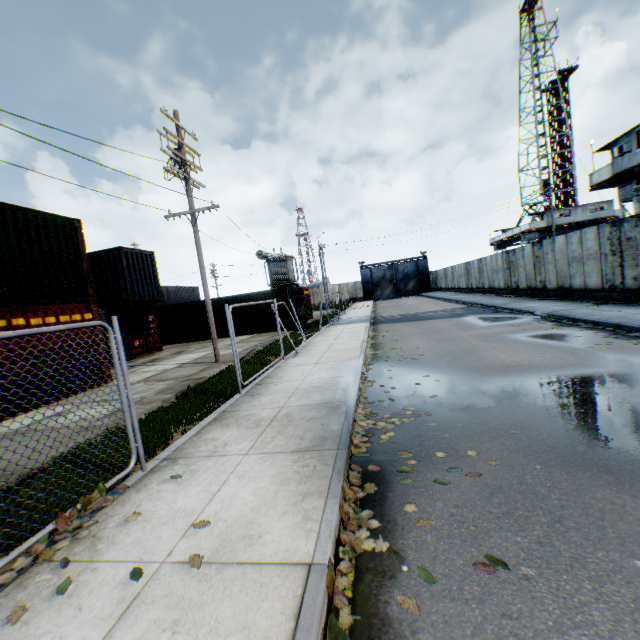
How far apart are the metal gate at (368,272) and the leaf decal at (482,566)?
52.79m

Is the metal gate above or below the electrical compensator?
below

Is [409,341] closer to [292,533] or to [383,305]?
[292,533]

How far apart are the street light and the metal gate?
42.5m

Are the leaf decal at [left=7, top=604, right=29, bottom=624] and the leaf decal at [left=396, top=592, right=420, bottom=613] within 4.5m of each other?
yes

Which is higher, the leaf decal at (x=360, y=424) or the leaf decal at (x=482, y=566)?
the leaf decal at (x=360, y=424)

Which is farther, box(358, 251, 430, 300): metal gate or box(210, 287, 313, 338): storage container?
box(358, 251, 430, 300): metal gate

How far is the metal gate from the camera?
52.91m
